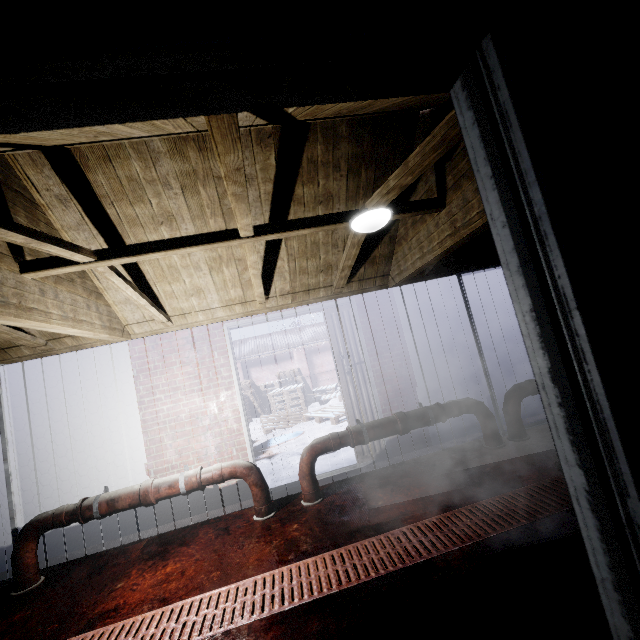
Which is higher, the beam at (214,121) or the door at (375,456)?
the beam at (214,121)

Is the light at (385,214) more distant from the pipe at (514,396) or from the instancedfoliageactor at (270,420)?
the instancedfoliageactor at (270,420)

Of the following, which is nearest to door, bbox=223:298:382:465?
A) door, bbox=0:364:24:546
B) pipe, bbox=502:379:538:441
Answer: pipe, bbox=502:379:538:441

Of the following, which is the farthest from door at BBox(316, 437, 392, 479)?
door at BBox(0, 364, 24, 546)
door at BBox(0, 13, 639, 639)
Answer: door at BBox(0, 13, 639, 639)

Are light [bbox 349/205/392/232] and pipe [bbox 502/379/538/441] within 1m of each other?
no

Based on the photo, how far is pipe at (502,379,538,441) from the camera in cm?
347

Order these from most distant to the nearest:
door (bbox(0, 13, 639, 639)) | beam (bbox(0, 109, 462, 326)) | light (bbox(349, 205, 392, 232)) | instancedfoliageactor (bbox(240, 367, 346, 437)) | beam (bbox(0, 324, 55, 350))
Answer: instancedfoliageactor (bbox(240, 367, 346, 437))
beam (bbox(0, 324, 55, 350))
light (bbox(349, 205, 392, 232))
beam (bbox(0, 109, 462, 326))
door (bbox(0, 13, 639, 639))

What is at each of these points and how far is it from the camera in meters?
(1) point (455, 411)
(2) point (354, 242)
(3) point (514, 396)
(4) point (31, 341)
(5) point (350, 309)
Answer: (1) pipe, 3.4
(2) beam, 2.8
(3) pipe, 3.5
(4) beam, 3.1
(5) door, 4.1
